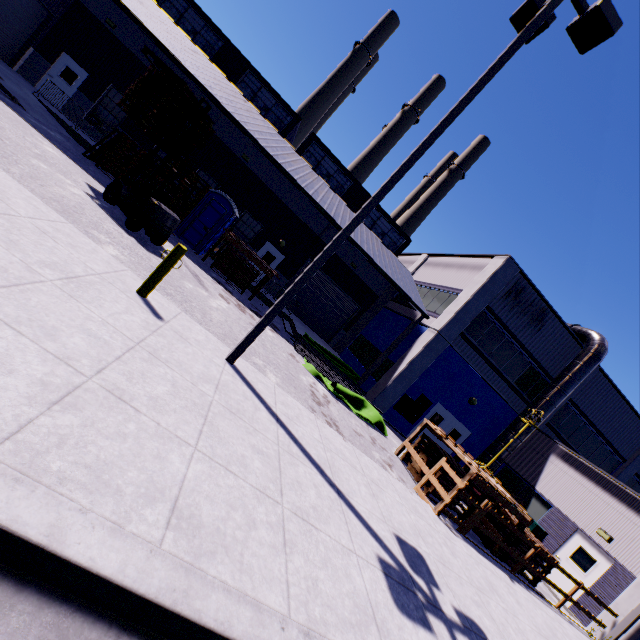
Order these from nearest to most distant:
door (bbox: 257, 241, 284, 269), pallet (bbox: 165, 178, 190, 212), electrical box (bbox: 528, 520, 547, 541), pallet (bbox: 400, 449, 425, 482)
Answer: pallet (bbox: 400, 449, 425, 482)
electrical box (bbox: 528, 520, 547, 541)
pallet (bbox: 165, 178, 190, 212)
door (bbox: 257, 241, 284, 269)

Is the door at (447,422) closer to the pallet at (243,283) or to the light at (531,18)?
the pallet at (243,283)

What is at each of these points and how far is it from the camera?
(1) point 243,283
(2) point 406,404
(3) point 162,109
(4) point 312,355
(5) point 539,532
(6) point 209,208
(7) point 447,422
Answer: (1) pallet, 15.5m
(2) electrical box, 16.3m
(3) pallet, 11.3m
(4) pipe, 14.3m
(5) electrical box, 13.6m
(6) portable restroom, 14.7m
(7) door, 17.3m

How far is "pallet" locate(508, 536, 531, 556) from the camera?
9.9 meters

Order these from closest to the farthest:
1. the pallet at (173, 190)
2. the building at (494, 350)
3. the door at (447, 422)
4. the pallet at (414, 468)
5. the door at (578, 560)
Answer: the pallet at (414, 468) < the door at (578, 560) < the pallet at (173, 190) < the building at (494, 350) < the door at (447, 422)

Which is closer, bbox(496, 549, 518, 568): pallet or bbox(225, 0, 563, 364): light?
bbox(225, 0, 563, 364): light

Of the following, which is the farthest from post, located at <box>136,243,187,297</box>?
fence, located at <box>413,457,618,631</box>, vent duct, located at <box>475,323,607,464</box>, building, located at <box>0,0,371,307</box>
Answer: fence, located at <box>413,457,618,631</box>

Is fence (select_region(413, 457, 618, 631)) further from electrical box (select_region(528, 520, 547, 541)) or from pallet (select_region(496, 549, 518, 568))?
electrical box (select_region(528, 520, 547, 541))
